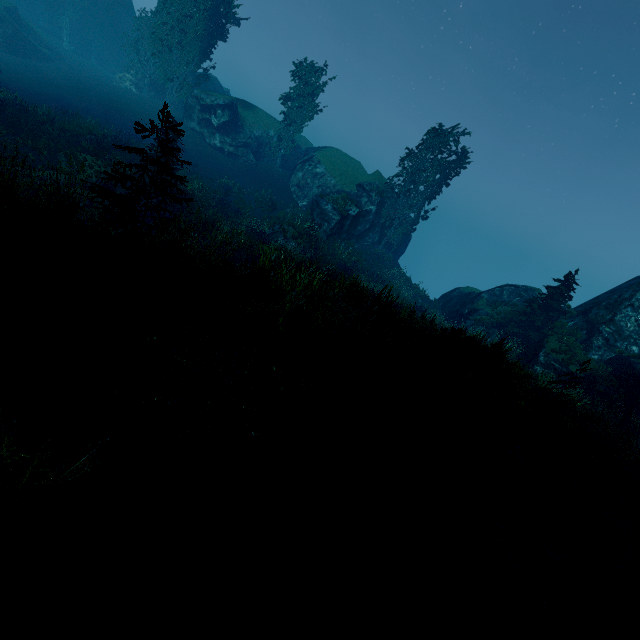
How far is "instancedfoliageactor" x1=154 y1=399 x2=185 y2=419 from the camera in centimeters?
388cm

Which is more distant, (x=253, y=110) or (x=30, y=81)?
(x=253, y=110)

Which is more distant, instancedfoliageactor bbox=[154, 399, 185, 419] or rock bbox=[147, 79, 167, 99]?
rock bbox=[147, 79, 167, 99]

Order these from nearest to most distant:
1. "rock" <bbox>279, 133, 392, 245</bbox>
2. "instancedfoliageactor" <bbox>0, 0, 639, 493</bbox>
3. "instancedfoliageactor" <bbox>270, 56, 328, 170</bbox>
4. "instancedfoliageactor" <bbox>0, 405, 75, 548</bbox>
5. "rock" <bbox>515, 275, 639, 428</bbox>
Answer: "instancedfoliageactor" <bbox>0, 405, 75, 548</bbox> → "instancedfoliageactor" <bbox>0, 0, 639, 493</bbox> → "rock" <bbox>515, 275, 639, 428</bbox> → "rock" <bbox>279, 133, 392, 245</bbox> → "instancedfoliageactor" <bbox>270, 56, 328, 170</bbox>

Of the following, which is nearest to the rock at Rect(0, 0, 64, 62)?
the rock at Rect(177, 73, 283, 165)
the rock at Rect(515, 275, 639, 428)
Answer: the rock at Rect(177, 73, 283, 165)

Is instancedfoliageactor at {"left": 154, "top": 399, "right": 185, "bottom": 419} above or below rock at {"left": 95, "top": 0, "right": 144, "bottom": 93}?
below

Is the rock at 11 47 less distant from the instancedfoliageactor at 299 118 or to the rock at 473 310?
the instancedfoliageactor at 299 118

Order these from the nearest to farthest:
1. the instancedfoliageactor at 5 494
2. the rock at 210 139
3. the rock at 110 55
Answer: the instancedfoliageactor at 5 494 < the rock at 210 139 < the rock at 110 55
